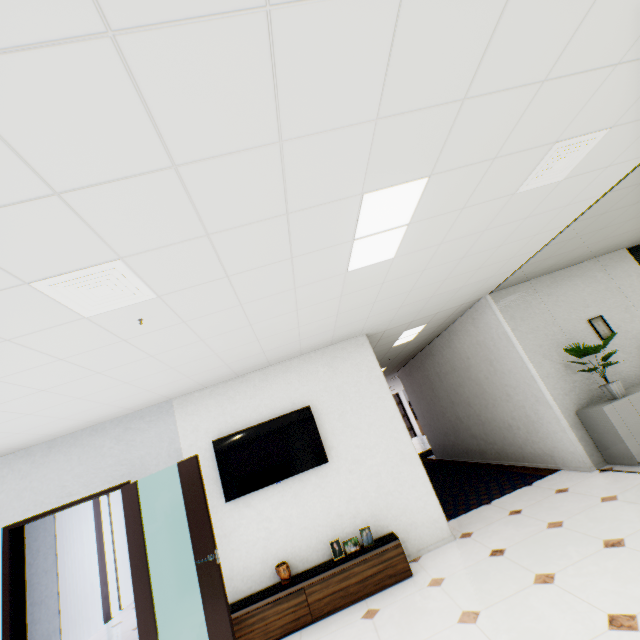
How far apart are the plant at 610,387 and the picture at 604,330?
0.4 meters

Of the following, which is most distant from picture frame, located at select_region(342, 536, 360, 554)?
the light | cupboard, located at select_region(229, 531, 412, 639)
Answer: the light

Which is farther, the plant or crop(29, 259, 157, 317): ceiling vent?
the plant

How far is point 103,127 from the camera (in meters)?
1.21

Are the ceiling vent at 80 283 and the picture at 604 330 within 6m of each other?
no

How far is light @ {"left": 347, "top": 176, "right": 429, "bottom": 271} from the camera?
2.2 meters

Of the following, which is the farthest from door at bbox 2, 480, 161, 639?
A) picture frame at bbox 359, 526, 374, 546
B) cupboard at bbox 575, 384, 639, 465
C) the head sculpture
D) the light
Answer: cupboard at bbox 575, 384, 639, 465

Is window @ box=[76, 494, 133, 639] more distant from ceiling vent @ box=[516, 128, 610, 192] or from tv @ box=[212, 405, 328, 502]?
ceiling vent @ box=[516, 128, 610, 192]
